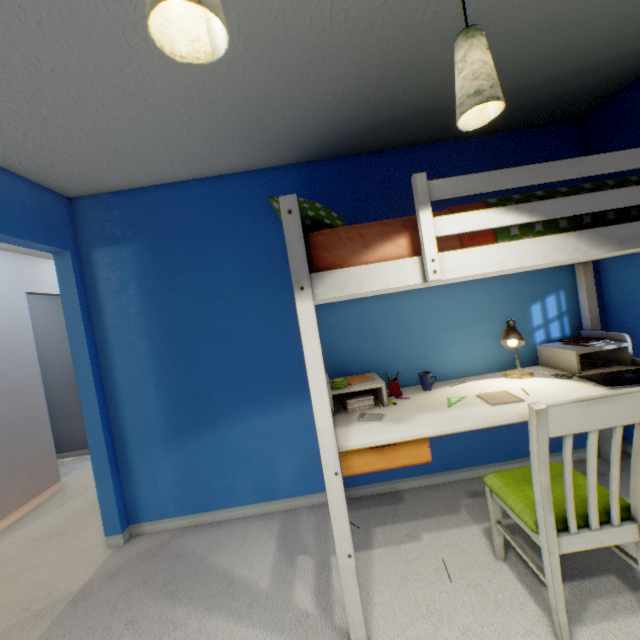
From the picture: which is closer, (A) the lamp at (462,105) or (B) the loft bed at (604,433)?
(A) the lamp at (462,105)

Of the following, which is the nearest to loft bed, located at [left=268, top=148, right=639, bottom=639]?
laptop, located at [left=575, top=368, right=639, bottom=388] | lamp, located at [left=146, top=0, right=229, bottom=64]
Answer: laptop, located at [left=575, top=368, right=639, bottom=388]

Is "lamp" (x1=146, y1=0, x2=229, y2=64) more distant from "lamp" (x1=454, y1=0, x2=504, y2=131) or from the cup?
the cup

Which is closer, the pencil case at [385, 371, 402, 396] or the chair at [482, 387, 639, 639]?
the chair at [482, 387, 639, 639]

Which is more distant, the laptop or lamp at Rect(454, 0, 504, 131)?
the laptop

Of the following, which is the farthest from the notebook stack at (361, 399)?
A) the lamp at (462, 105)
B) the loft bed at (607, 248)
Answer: the lamp at (462, 105)

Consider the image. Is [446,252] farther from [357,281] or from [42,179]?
[42,179]

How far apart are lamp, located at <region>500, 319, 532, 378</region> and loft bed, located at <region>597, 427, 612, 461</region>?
0.20m
